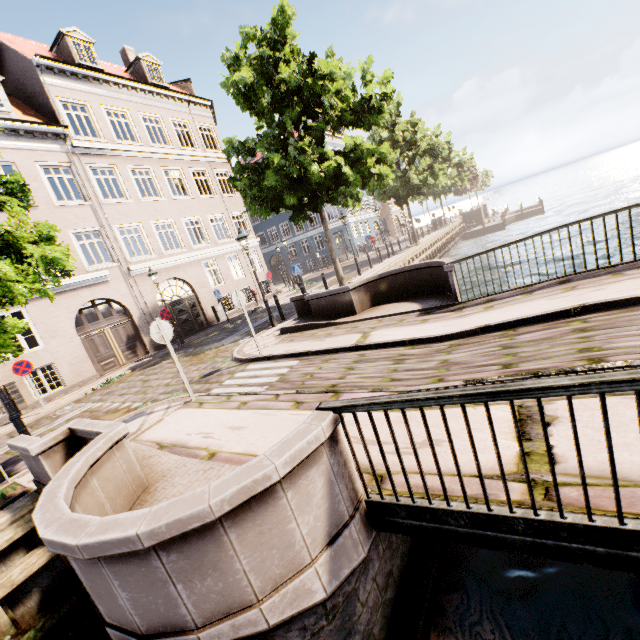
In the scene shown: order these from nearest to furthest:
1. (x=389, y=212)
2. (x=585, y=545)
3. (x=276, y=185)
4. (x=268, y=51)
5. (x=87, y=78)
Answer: (x=585, y=545), (x=276, y=185), (x=268, y=51), (x=87, y=78), (x=389, y=212)

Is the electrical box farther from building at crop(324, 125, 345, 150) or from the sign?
the sign

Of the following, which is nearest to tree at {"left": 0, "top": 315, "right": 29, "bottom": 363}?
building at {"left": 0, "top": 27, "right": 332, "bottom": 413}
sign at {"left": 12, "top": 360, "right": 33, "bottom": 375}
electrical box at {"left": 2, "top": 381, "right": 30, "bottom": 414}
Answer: building at {"left": 0, "top": 27, "right": 332, "bottom": 413}

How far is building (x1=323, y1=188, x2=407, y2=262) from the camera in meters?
36.7 m

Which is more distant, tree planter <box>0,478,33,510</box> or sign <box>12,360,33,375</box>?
sign <box>12,360,33,375</box>

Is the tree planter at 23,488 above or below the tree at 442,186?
below

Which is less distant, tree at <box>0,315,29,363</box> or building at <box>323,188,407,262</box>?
tree at <box>0,315,29,363</box>

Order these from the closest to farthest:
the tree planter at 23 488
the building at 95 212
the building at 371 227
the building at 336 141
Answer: the tree planter at 23 488 → the building at 95 212 → the building at 336 141 → the building at 371 227
